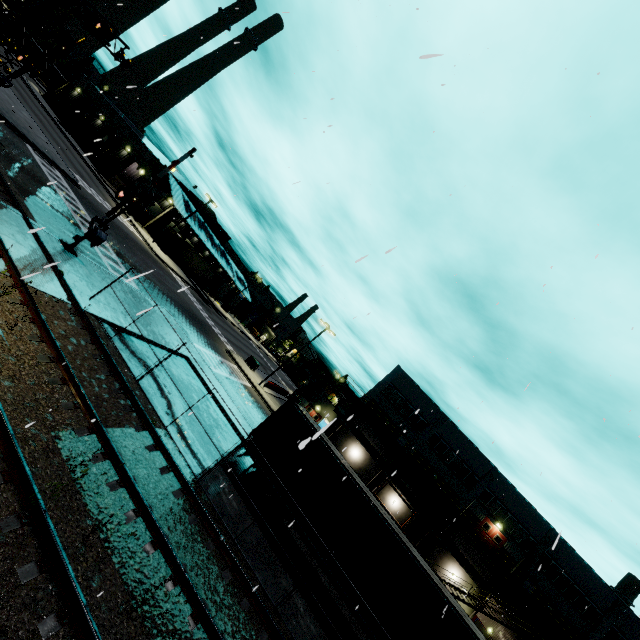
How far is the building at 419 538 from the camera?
35.1m

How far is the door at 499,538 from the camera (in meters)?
35.59

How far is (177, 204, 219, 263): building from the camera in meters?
51.4

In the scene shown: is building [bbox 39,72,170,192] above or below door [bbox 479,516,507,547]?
below

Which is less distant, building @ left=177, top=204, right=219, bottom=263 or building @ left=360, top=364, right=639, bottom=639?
building @ left=360, top=364, right=639, bottom=639

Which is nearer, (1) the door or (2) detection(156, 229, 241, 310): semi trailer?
(1) the door

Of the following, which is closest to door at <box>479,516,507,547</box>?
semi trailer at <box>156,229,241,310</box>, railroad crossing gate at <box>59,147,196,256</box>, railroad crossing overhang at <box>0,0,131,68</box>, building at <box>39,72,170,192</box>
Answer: building at <box>39,72,170,192</box>

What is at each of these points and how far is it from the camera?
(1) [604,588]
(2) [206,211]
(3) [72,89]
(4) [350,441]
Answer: (1) building, 33.5 meters
(2) building, 56.8 meters
(3) building, 54.6 meters
(4) building, 40.5 meters
